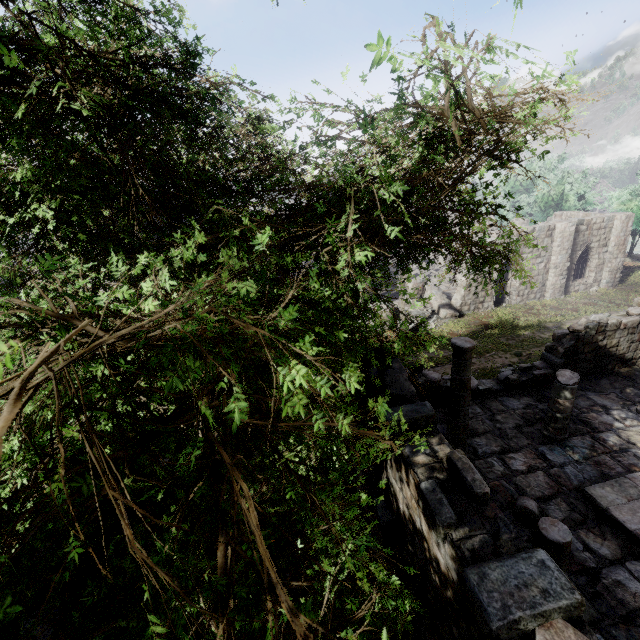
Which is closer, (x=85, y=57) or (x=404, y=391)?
(x=85, y=57)

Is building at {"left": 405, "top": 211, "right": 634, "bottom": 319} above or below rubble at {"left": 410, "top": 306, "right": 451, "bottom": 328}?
above

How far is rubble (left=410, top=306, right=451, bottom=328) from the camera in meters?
Result: 23.4 m

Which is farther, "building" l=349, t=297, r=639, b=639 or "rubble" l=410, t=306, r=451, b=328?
"rubble" l=410, t=306, r=451, b=328

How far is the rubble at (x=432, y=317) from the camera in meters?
23.4

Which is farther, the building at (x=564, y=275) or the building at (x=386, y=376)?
the building at (x=564, y=275)

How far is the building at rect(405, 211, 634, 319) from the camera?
23.86m

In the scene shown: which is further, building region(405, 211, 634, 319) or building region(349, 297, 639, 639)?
building region(405, 211, 634, 319)
